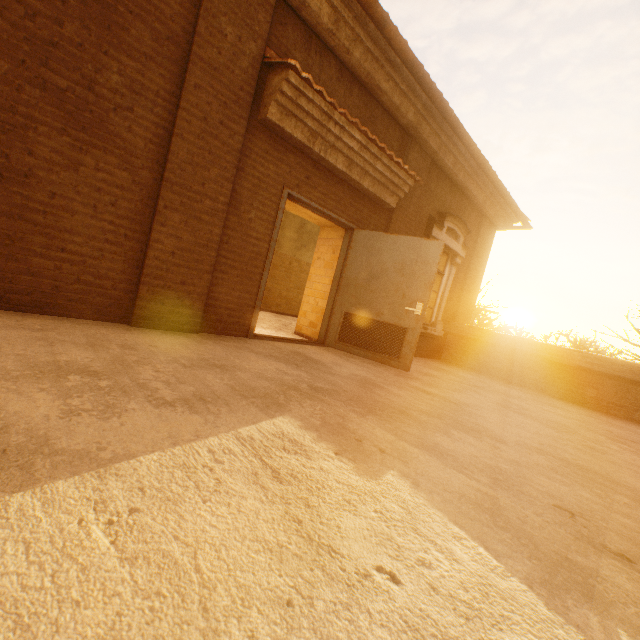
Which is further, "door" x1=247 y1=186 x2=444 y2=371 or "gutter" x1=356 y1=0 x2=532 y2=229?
"door" x1=247 y1=186 x2=444 y2=371

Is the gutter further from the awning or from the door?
the door

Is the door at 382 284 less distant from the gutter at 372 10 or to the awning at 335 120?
the awning at 335 120

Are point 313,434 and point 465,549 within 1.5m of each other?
yes

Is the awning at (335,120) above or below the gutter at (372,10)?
below

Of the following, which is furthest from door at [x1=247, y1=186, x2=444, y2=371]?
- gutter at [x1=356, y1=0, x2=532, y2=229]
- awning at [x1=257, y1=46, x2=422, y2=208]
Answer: gutter at [x1=356, y1=0, x2=532, y2=229]

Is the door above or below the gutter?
below
